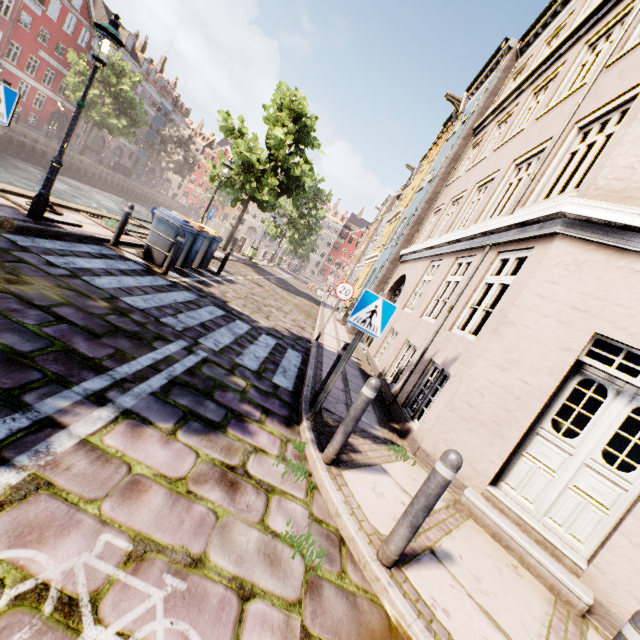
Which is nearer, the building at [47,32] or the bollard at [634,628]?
the bollard at [634,628]

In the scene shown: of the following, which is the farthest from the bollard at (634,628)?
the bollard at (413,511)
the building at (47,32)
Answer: the building at (47,32)

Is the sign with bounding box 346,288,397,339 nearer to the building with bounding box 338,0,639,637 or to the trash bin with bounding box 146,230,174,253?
the trash bin with bounding box 146,230,174,253

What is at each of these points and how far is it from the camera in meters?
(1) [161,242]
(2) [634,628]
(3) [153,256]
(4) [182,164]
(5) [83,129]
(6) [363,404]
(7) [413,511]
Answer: (1) trash bin, 8.2 m
(2) bollard, 1.7 m
(3) trash bin, 8.3 m
(4) tree, 47.3 m
(5) building, 41.4 m
(6) bollard, 3.5 m
(7) bollard, 2.6 m

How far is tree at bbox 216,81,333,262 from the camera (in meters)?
16.27

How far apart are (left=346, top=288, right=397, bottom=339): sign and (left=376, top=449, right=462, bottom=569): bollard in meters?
1.8

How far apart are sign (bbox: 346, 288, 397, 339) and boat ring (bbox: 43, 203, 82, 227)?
6.7m

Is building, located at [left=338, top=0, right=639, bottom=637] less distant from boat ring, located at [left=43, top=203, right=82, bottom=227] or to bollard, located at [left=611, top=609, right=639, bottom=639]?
boat ring, located at [left=43, top=203, right=82, bottom=227]
